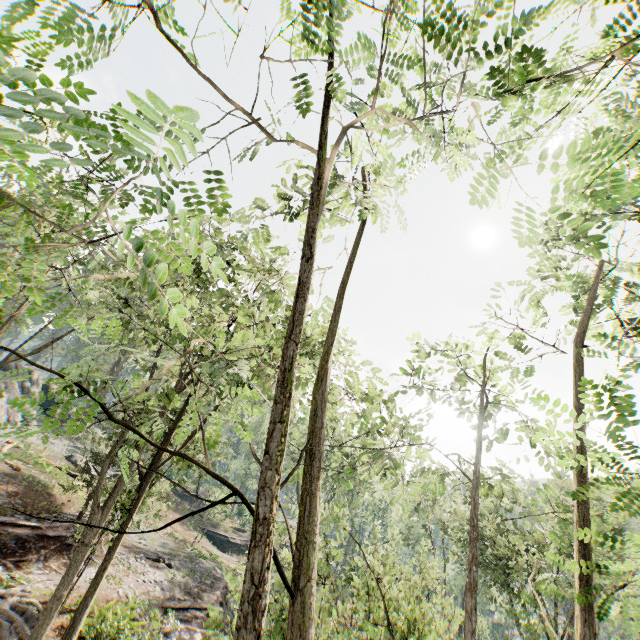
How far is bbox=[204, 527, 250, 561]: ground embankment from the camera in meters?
40.5 m

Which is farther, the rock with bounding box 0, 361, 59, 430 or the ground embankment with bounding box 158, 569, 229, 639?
the rock with bounding box 0, 361, 59, 430

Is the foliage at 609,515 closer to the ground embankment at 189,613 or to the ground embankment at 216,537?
the ground embankment at 189,613

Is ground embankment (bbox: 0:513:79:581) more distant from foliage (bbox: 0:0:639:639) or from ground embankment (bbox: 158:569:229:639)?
ground embankment (bbox: 158:569:229:639)

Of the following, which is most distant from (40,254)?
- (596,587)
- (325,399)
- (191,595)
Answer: (191,595)

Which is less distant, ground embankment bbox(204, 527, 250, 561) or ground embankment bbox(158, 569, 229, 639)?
ground embankment bbox(158, 569, 229, 639)

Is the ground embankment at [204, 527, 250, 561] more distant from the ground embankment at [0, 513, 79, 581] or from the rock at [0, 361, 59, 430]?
the rock at [0, 361, 59, 430]

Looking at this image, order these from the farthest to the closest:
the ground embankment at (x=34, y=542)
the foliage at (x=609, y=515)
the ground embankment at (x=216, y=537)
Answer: the ground embankment at (x=216, y=537), the ground embankment at (x=34, y=542), the foliage at (x=609, y=515)
